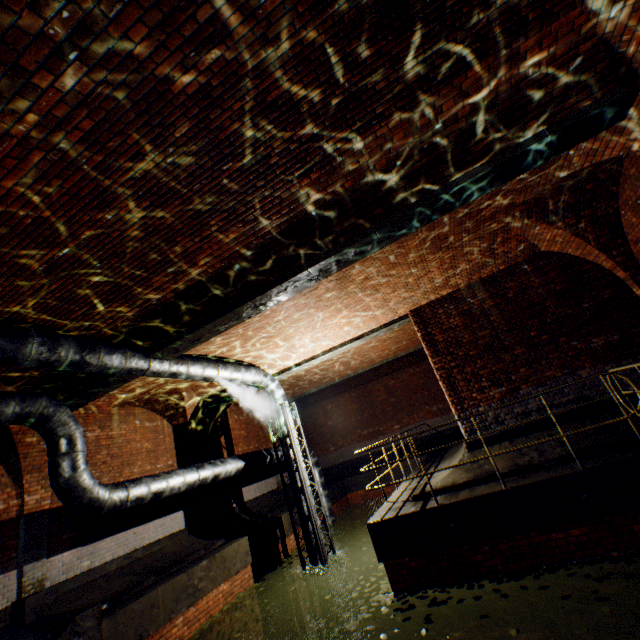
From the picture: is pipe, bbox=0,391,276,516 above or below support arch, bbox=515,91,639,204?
below

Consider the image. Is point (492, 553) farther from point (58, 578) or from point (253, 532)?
point (58, 578)

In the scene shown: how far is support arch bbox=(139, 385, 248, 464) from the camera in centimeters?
1083cm

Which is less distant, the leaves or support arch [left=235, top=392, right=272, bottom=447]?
the leaves

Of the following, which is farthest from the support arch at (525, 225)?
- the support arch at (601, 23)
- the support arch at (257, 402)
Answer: the support arch at (257, 402)

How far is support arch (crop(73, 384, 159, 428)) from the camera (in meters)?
8.32

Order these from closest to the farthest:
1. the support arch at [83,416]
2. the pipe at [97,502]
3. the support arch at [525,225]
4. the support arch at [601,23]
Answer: the support arch at [601,23]
the pipe at [97,502]
the support arch at [525,225]
the support arch at [83,416]
